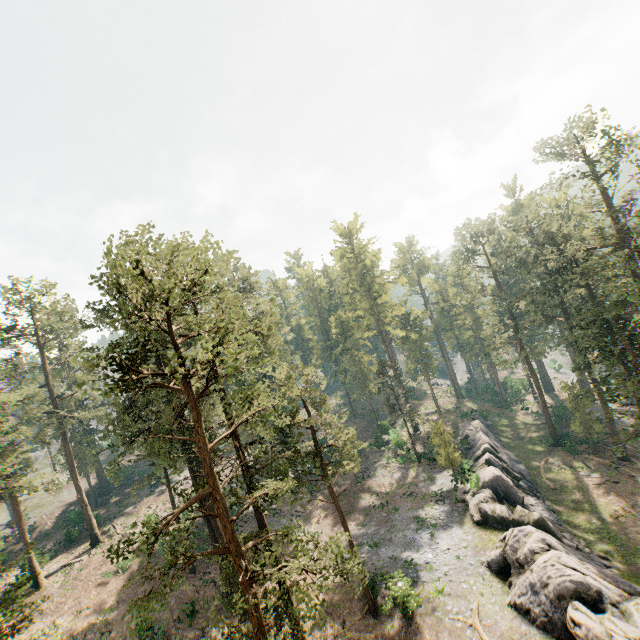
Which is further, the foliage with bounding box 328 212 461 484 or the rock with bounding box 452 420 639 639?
the foliage with bounding box 328 212 461 484

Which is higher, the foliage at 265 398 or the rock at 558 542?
the foliage at 265 398

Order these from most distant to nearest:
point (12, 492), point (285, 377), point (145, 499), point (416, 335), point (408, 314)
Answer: point (408, 314) < point (145, 499) < point (416, 335) < point (12, 492) < point (285, 377)

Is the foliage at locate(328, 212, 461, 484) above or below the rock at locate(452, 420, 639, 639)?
above

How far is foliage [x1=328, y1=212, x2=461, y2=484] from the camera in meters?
41.0 m

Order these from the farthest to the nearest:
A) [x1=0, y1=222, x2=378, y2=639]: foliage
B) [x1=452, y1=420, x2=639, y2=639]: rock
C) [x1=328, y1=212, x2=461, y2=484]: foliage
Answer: [x1=328, y1=212, x2=461, y2=484]: foliage, [x1=452, y1=420, x2=639, y2=639]: rock, [x1=0, y1=222, x2=378, y2=639]: foliage

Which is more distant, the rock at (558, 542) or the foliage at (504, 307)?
the foliage at (504, 307)
